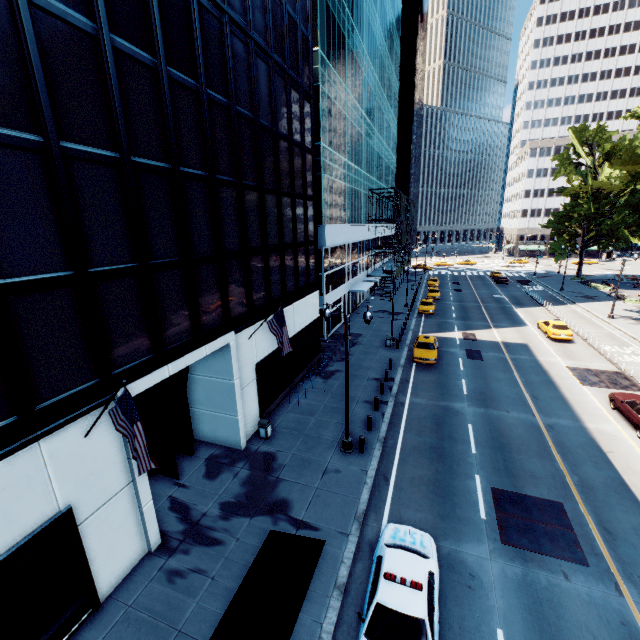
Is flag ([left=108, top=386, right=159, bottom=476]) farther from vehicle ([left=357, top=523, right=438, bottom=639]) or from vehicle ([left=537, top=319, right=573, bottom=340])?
vehicle ([left=537, top=319, right=573, bottom=340])

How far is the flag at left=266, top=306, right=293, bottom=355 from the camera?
15.4 meters

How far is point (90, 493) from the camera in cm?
916

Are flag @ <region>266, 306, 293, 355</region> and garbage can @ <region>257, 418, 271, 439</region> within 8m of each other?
yes

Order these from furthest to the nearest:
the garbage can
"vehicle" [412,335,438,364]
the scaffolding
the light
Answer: the scaffolding, "vehicle" [412,335,438,364], the garbage can, the light

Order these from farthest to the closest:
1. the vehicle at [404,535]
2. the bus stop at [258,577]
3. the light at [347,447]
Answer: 1. the light at [347,447]
2. the vehicle at [404,535]
3. the bus stop at [258,577]

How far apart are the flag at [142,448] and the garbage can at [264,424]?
8.6m

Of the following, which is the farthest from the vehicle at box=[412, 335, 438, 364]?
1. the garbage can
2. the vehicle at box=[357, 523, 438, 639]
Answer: the vehicle at box=[357, 523, 438, 639]
